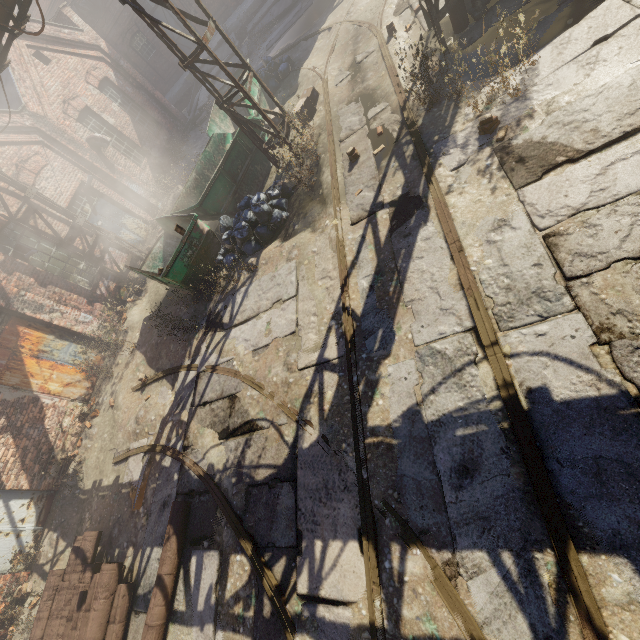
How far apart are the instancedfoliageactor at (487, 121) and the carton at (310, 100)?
5.7 meters

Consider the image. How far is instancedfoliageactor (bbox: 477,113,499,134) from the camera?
5.00m

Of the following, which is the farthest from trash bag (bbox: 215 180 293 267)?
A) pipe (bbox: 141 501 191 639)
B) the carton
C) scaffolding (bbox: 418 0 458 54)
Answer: pipe (bbox: 141 501 191 639)

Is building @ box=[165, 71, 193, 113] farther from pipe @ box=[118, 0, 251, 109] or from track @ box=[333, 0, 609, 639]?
pipe @ box=[118, 0, 251, 109]

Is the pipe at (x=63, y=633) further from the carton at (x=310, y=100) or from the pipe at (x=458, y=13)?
the carton at (x=310, y=100)

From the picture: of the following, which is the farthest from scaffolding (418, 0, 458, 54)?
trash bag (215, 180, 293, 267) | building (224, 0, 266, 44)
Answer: Answer: building (224, 0, 266, 44)

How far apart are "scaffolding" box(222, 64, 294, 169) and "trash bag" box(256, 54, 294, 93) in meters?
4.6 m

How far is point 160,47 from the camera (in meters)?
20.31
